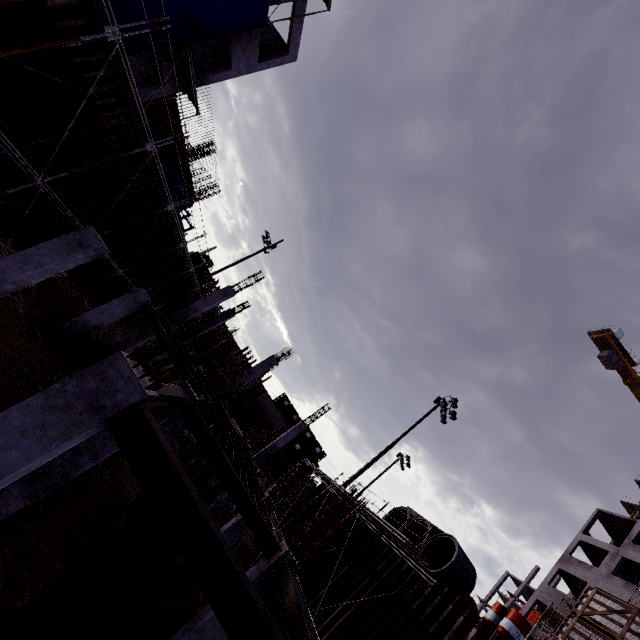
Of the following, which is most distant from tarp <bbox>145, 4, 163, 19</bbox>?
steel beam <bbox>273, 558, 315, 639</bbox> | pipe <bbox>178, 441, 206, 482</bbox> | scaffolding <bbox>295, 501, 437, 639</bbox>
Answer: scaffolding <bbox>295, 501, 437, 639</bbox>

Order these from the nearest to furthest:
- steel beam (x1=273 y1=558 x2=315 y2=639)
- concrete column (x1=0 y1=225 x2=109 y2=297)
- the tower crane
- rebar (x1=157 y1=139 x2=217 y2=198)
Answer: steel beam (x1=273 y1=558 x2=315 y2=639), concrete column (x1=0 y1=225 x2=109 y2=297), rebar (x1=157 y1=139 x2=217 y2=198), the tower crane

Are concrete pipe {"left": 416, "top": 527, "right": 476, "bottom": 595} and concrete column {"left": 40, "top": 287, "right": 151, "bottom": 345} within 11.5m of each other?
no

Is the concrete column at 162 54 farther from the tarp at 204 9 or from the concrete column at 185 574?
the concrete column at 185 574

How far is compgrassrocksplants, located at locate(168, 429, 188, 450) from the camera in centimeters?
2267cm

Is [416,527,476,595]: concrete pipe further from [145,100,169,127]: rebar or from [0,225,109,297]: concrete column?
[0,225,109,297]: concrete column

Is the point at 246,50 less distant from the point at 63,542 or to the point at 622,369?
the point at 63,542

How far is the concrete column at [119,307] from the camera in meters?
12.3
